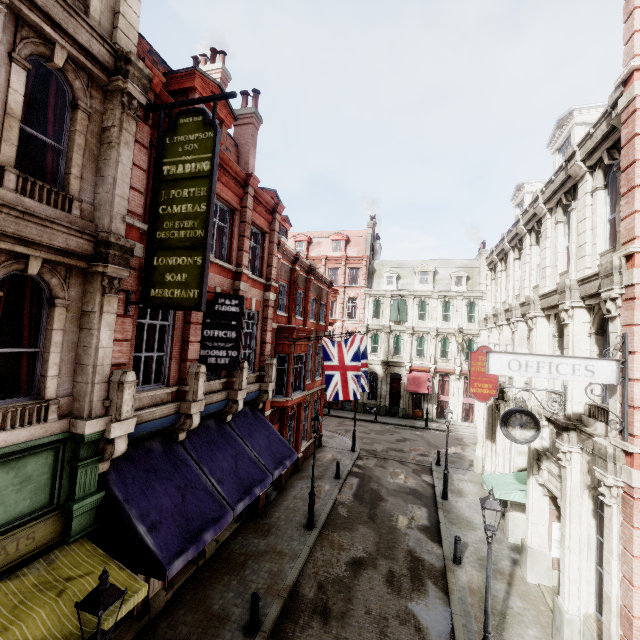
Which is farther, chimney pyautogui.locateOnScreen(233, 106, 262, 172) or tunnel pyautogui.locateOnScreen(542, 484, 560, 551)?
chimney pyautogui.locateOnScreen(233, 106, 262, 172)

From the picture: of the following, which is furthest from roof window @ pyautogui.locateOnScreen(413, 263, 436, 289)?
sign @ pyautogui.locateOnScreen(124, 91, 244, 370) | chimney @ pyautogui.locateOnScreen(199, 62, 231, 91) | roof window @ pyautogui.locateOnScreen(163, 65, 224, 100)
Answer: sign @ pyautogui.locateOnScreen(124, 91, 244, 370)

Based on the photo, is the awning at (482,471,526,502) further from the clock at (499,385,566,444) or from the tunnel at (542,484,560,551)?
the clock at (499,385,566,444)

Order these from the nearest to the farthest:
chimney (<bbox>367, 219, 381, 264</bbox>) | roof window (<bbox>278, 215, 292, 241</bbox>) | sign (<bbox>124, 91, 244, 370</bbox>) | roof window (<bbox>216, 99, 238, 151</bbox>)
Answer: sign (<bbox>124, 91, 244, 370</bbox>) < roof window (<bbox>216, 99, 238, 151</bbox>) < roof window (<bbox>278, 215, 292, 241</bbox>) < chimney (<bbox>367, 219, 381, 264</bbox>)

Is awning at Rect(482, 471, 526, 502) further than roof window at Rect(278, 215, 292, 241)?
No

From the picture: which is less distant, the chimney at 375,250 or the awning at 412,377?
the awning at 412,377

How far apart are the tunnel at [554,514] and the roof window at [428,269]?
26.91m

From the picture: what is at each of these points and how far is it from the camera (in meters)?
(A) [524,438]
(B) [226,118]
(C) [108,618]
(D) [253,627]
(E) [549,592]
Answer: (A) clock, 9.27
(B) roof window, 12.24
(C) awning, 5.28
(D) post, 8.75
(E) tunnel, 10.77
